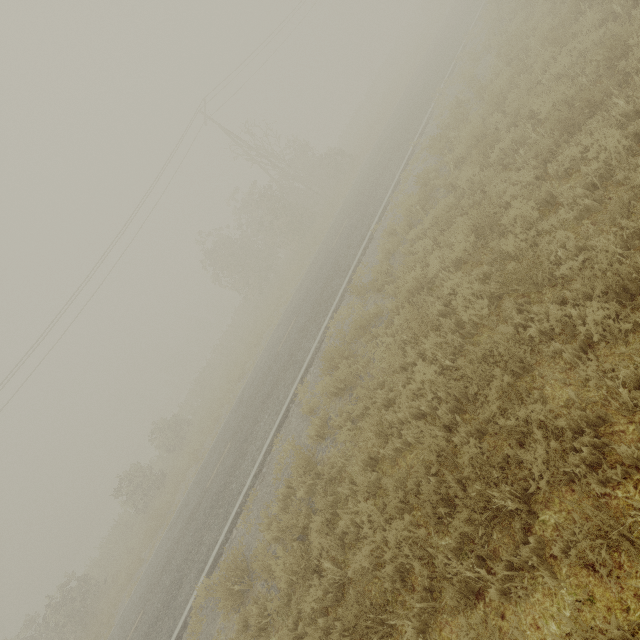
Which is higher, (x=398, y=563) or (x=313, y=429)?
(x=313, y=429)
